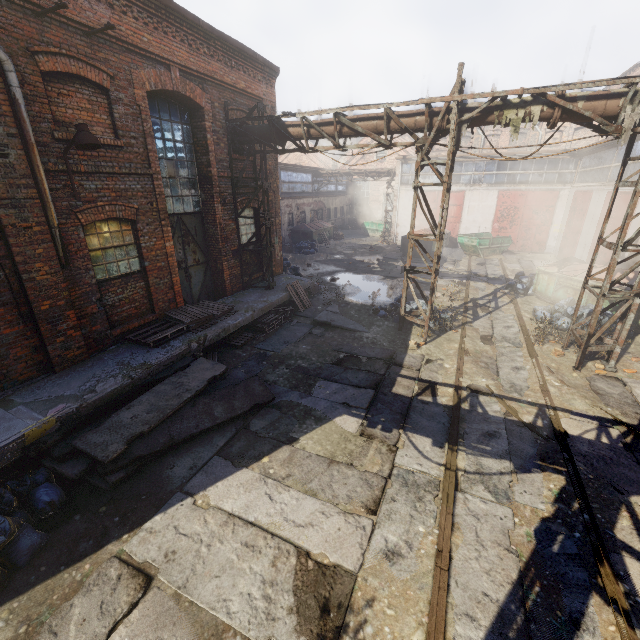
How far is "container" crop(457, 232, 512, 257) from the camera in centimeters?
2139cm

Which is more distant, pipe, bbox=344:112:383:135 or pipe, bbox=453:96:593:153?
pipe, bbox=344:112:383:135

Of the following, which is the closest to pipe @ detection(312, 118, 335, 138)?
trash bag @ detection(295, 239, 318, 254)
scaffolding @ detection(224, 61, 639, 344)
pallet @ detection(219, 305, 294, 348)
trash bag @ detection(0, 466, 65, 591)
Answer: scaffolding @ detection(224, 61, 639, 344)

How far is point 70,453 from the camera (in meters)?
5.14

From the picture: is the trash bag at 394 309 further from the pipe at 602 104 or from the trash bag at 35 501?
the trash bag at 35 501

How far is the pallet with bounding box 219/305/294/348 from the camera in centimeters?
970cm

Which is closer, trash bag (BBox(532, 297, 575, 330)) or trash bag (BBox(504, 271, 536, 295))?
trash bag (BBox(532, 297, 575, 330))

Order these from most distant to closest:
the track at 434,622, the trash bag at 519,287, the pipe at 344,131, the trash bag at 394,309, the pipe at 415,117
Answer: the trash bag at 519,287, the trash bag at 394,309, the pipe at 344,131, the pipe at 415,117, the track at 434,622
